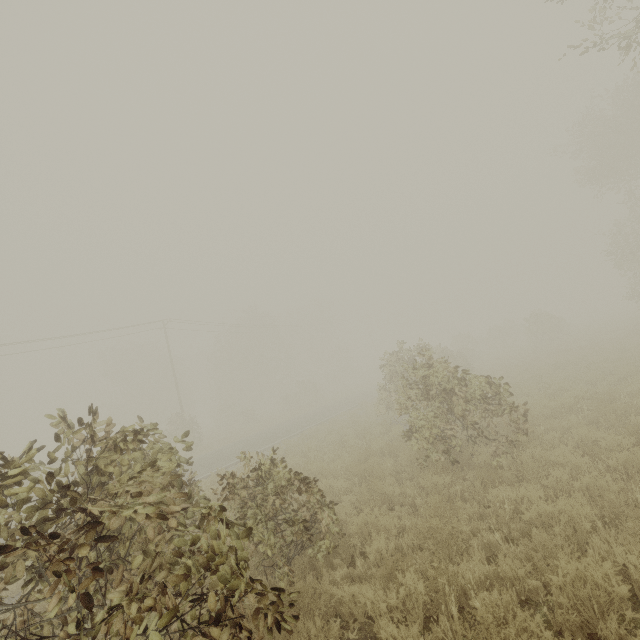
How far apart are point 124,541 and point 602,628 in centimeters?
550cm

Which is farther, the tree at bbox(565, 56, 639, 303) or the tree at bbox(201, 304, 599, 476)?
the tree at bbox(565, 56, 639, 303)

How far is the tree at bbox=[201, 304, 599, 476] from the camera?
7.90m

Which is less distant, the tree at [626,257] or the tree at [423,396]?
the tree at [423,396]

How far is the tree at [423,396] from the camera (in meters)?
7.90
